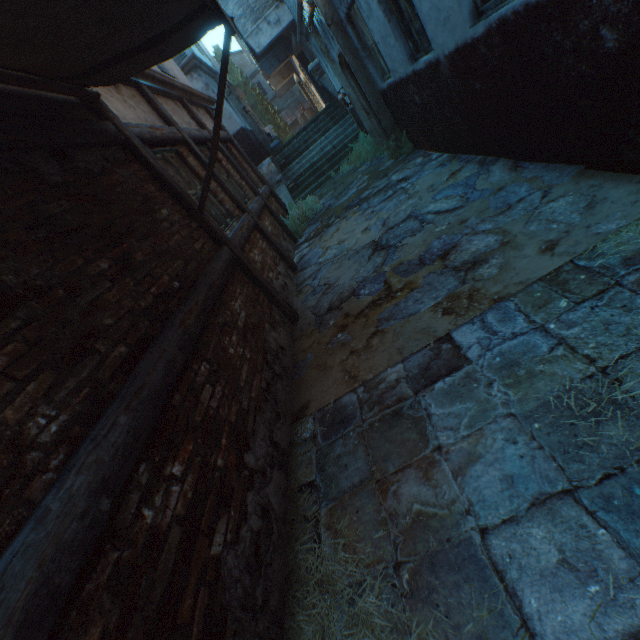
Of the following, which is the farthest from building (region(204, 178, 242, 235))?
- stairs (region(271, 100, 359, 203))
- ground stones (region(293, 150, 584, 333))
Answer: stairs (region(271, 100, 359, 203))

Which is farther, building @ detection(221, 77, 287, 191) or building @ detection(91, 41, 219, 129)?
building @ detection(221, 77, 287, 191)

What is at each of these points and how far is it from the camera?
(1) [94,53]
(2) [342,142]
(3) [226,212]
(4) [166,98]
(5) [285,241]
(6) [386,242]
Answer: (1) awning, 2.4 meters
(2) stairs, 12.6 meters
(3) building, 5.3 meters
(4) building, 5.9 meters
(5) building, 7.4 meters
(6) ground stones, 4.6 meters

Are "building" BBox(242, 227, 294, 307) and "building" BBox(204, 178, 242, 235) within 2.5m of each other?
yes

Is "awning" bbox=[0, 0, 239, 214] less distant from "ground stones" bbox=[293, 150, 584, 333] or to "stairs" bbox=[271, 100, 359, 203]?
"ground stones" bbox=[293, 150, 584, 333]

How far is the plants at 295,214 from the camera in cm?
814

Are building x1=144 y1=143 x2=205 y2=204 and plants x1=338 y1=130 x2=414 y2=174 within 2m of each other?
no

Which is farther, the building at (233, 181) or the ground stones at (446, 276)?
the building at (233, 181)
